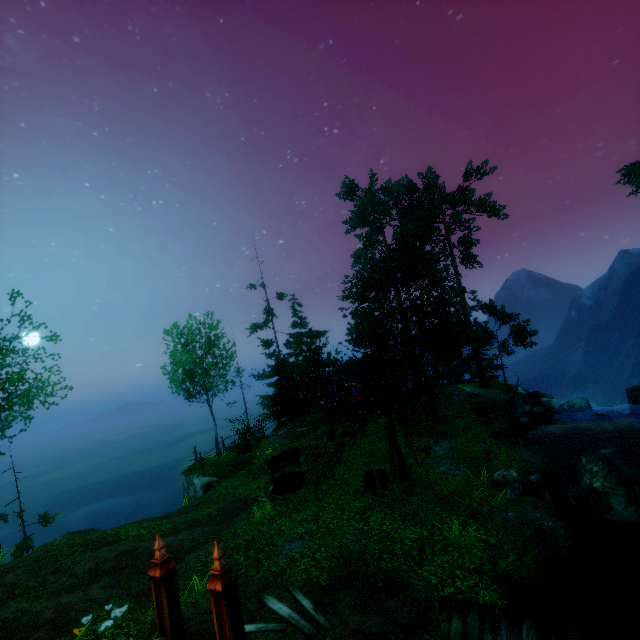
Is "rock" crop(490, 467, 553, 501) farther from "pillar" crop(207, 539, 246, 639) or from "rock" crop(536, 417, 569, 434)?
"pillar" crop(207, 539, 246, 639)

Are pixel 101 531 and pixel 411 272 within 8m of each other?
no

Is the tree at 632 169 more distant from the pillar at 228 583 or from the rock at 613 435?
the pillar at 228 583

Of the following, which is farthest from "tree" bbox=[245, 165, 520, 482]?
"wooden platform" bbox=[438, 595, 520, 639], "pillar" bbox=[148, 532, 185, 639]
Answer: "pillar" bbox=[148, 532, 185, 639]

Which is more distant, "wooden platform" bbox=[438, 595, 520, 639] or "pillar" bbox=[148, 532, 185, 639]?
"wooden platform" bbox=[438, 595, 520, 639]

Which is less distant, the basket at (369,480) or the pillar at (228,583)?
the pillar at (228,583)

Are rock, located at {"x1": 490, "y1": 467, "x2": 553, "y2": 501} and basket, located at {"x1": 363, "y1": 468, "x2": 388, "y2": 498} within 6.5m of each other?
yes

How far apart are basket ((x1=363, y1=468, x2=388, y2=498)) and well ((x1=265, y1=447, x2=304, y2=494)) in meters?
3.9 m
